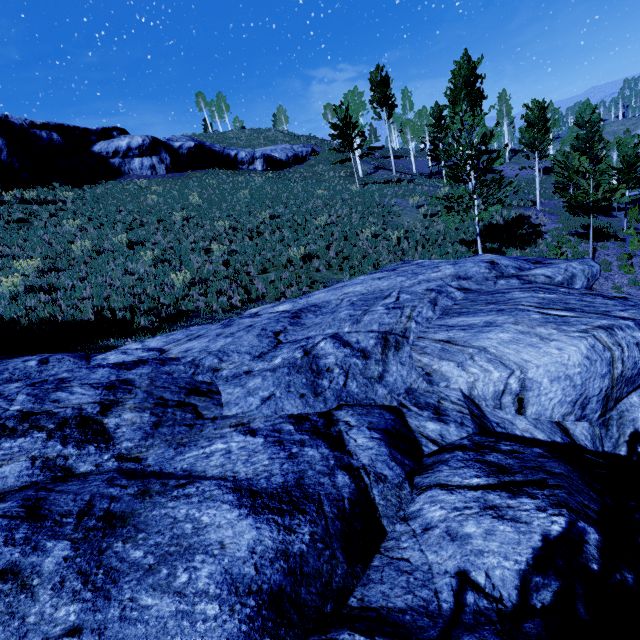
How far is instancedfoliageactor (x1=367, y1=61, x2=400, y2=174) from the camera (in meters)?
31.86

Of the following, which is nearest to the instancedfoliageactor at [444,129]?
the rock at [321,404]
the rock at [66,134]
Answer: the rock at [321,404]

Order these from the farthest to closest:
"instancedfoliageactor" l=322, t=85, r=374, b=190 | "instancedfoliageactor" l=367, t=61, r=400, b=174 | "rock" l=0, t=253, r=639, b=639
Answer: "instancedfoliageactor" l=367, t=61, r=400, b=174, "instancedfoliageactor" l=322, t=85, r=374, b=190, "rock" l=0, t=253, r=639, b=639

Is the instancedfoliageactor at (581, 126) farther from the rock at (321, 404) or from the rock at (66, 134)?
the rock at (66, 134)

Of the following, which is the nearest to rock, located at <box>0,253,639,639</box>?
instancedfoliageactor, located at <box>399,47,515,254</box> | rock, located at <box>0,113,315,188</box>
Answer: instancedfoliageactor, located at <box>399,47,515,254</box>

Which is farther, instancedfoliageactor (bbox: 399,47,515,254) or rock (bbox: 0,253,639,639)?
instancedfoliageactor (bbox: 399,47,515,254)

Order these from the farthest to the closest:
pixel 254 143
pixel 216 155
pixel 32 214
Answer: pixel 254 143
pixel 216 155
pixel 32 214

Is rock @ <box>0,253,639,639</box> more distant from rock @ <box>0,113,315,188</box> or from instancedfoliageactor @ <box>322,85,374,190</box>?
rock @ <box>0,113,315,188</box>
